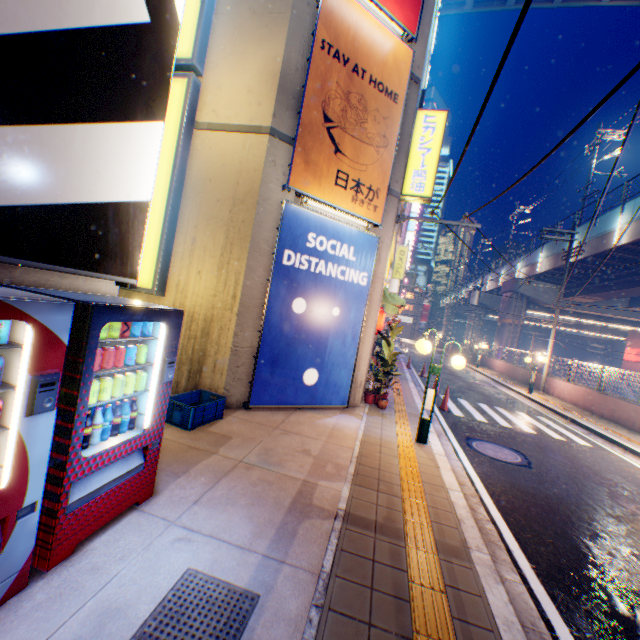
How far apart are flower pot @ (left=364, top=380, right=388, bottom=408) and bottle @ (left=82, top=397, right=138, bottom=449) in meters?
6.8

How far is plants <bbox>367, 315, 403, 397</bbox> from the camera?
8.96m

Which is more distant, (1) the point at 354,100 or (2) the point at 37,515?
(1) the point at 354,100

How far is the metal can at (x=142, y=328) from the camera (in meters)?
2.70

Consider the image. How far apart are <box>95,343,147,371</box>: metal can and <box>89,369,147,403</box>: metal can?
0.08m

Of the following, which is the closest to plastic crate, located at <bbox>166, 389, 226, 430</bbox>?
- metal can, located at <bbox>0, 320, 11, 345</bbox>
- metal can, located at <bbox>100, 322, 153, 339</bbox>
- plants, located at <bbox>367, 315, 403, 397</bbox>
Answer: metal can, located at <bbox>100, 322, 153, 339</bbox>

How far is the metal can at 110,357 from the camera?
2.7m

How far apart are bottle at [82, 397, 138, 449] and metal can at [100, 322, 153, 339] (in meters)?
0.62
